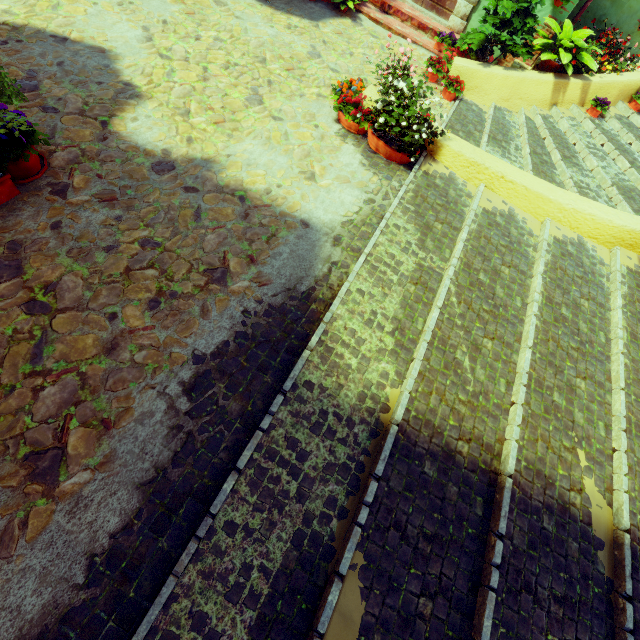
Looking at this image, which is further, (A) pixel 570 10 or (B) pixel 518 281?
(A) pixel 570 10

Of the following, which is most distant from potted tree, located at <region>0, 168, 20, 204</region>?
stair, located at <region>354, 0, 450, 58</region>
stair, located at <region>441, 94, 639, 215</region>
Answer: stair, located at <region>354, 0, 450, 58</region>

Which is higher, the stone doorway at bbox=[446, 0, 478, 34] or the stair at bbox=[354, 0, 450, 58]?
the stone doorway at bbox=[446, 0, 478, 34]

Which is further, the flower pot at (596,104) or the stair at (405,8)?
the stair at (405,8)

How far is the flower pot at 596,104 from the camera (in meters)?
6.16

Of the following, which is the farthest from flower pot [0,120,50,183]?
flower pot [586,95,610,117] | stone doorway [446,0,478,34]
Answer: flower pot [586,95,610,117]

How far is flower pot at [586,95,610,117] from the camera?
6.2m

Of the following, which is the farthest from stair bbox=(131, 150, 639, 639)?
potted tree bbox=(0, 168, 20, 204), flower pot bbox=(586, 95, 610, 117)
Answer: potted tree bbox=(0, 168, 20, 204)
